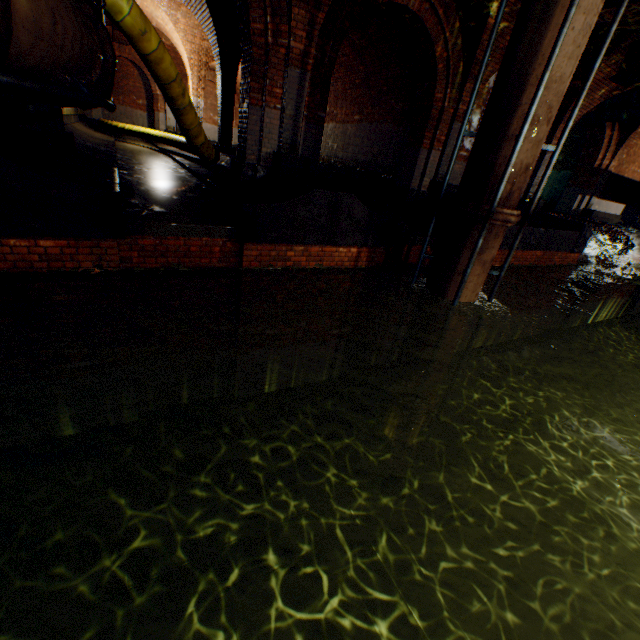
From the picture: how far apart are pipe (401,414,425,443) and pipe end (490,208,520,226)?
4.2 meters

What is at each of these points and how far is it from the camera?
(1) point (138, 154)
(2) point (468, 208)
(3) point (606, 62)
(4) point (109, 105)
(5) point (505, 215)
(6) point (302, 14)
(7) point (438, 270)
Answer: (1) building tunnel, 10.73m
(2) pipe end, 5.38m
(3) support arch, 9.02m
(4) pipe railing, 3.77m
(5) pipe end, 5.27m
(6) support arch, 5.97m
(7) pipe, 6.13m

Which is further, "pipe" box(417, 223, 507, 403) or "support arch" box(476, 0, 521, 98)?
"support arch" box(476, 0, 521, 98)

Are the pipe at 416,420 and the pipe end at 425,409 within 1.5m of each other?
yes

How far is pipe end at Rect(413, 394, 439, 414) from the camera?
7.2 meters

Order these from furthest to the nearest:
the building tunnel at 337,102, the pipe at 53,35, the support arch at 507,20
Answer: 1. the building tunnel at 337,102
2. the support arch at 507,20
3. the pipe at 53,35

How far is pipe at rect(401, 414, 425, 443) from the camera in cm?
749

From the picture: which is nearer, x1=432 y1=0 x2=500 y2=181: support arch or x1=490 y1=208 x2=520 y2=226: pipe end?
x1=490 y1=208 x2=520 y2=226: pipe end
